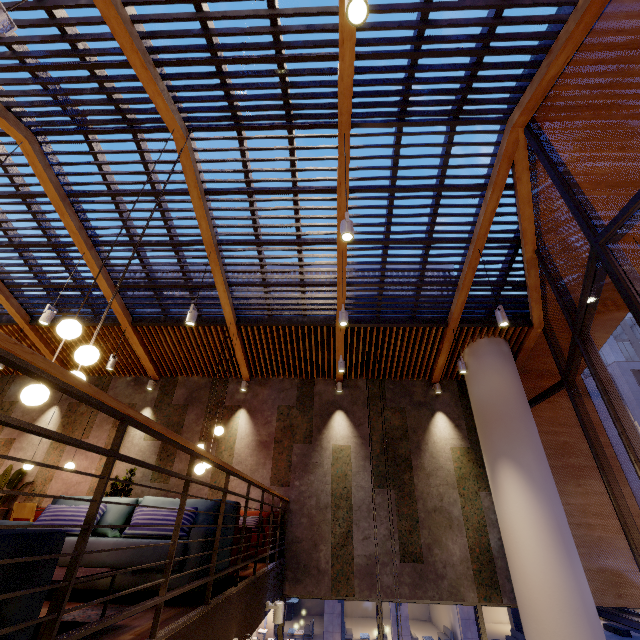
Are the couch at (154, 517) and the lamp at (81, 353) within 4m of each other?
yes

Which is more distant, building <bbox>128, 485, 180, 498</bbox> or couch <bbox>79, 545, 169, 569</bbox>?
building <bbox>128, 485, 180, 498</bbox>

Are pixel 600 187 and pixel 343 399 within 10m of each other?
yes

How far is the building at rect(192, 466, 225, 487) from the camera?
7.88m

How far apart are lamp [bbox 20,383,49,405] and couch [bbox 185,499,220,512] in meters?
1.3 m

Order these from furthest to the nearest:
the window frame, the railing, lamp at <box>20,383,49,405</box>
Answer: the window frame, lamp at <box>20,383,49,405</box>, the railing

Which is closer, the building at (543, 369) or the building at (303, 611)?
the building at (543, 369)
